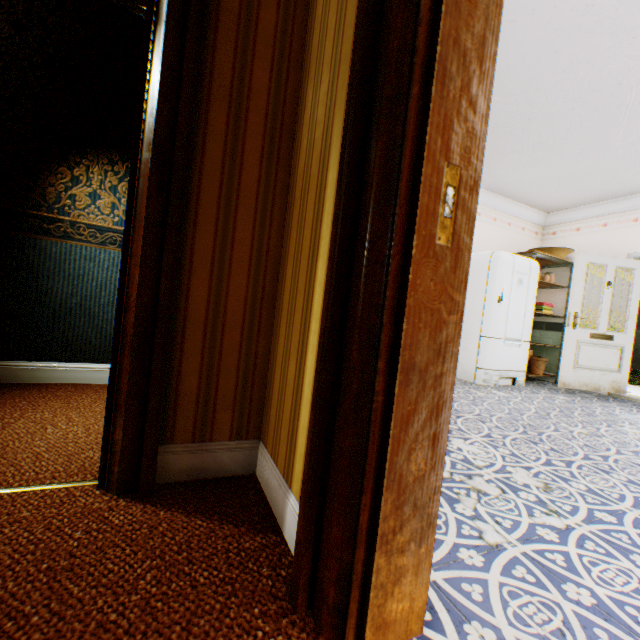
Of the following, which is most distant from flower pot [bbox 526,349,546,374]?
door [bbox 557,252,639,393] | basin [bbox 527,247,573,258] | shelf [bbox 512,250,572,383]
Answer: basin [bbox 527,247,573,258]

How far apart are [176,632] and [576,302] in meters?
6.1 m

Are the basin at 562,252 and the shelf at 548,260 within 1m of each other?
yes

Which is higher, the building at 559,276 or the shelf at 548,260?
the shelf at 548,260

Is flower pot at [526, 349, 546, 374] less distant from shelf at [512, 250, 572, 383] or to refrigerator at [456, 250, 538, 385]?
shelf at [512, 250, 572, 383]

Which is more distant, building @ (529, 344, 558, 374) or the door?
building @ (529, 344, 558, 374)

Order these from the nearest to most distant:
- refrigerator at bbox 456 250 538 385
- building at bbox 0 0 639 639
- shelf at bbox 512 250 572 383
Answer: building at bbox 0 0 639 639, refrigerator at bbox 456 250 538 385, shelf at bbox 512 250 572 383

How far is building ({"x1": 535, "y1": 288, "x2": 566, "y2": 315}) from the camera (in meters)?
5.92
